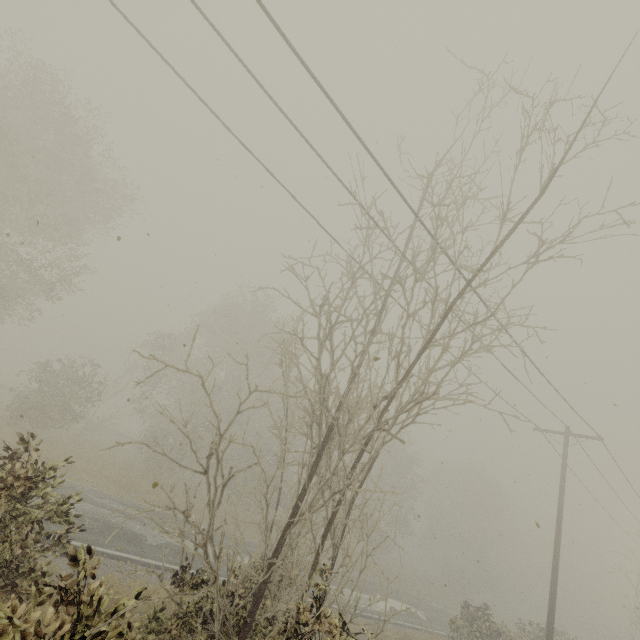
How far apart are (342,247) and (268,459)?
23.5m

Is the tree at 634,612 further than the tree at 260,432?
Yes

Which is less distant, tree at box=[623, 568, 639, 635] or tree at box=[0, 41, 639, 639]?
tree at box=[0, 41, 639, 639]
